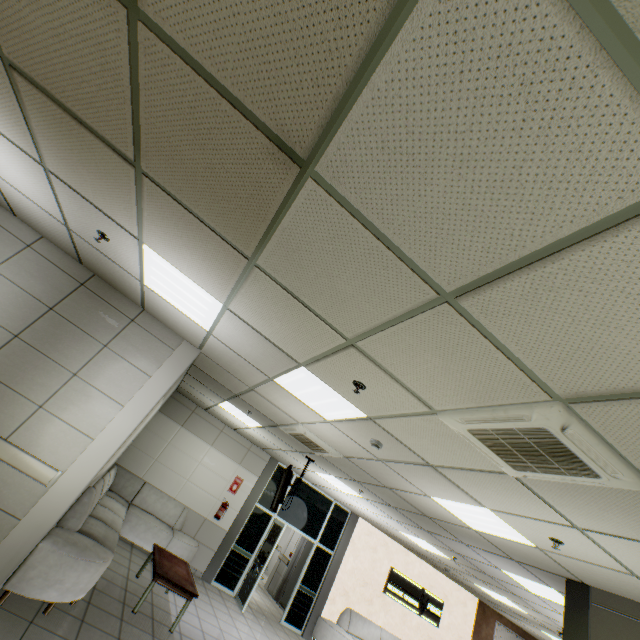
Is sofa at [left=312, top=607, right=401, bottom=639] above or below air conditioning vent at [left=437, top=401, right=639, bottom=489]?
below

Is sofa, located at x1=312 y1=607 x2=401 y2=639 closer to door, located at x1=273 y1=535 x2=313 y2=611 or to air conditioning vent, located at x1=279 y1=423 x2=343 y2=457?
door, located at x1=273 y1=535 x2=313 y2=611

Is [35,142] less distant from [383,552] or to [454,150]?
[454,150]

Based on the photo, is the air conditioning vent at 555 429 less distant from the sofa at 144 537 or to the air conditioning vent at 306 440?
the air conditioning vent at 306 440

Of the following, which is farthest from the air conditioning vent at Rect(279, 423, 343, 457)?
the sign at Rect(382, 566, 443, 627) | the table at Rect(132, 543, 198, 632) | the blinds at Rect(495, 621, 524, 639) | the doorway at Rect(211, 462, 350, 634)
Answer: the blinds at Rect(495, 621, 524, 639)

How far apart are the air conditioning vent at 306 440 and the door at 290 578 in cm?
633

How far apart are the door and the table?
5.4m

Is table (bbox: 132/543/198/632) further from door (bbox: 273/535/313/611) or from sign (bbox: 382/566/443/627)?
sign (bbox: 382/566/443/627)
